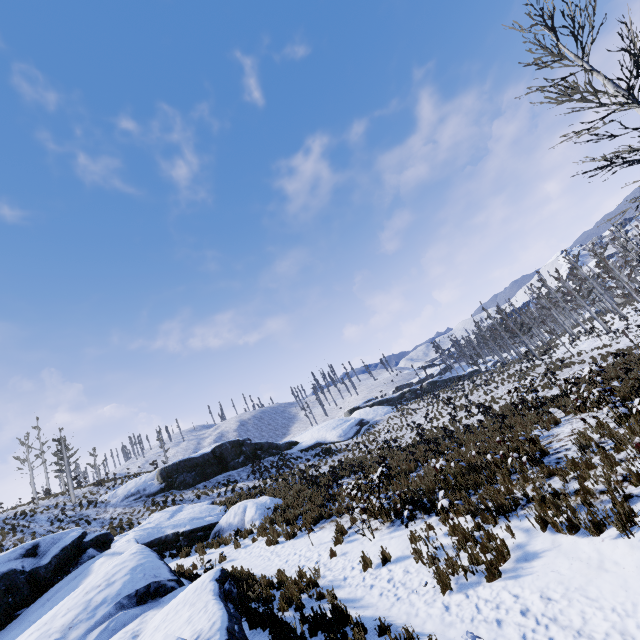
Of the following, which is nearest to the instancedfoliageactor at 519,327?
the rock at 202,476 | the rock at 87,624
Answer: the rock at 87,624

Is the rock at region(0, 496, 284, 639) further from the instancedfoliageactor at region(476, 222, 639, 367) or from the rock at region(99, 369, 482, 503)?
the instancedfoliageactor at region(476, 222, 639, 367)

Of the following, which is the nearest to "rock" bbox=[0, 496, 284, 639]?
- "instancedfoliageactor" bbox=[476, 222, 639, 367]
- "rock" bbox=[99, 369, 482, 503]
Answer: "rock" bbox=[99, 369, 482, 503]

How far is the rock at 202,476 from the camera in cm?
2758

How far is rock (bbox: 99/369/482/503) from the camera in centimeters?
2758cm

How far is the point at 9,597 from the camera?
9.50m
